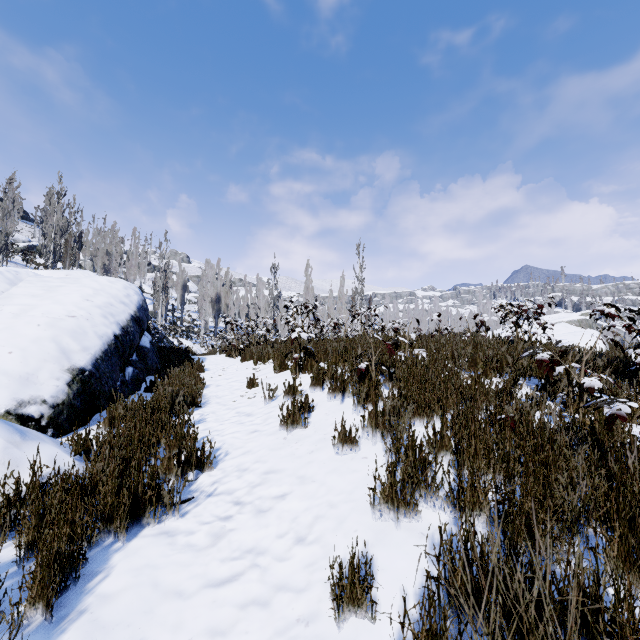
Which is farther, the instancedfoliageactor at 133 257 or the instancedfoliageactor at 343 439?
the instancedfoliageactor at 133 257

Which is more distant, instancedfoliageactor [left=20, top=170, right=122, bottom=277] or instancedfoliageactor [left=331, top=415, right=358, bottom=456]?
instancedfoliageactor [left=20, top=170, right=122, bottom=277]

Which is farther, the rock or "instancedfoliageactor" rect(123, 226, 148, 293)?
"instancedfoliageactor" rect(123, 226, 148, 293)

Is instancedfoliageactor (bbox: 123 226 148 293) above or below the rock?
above

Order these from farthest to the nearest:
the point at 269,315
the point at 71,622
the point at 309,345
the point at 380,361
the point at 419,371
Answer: the point at 269,315
the point at 309,345
the point at 419,371
the point at 380,361
the point at 71,622

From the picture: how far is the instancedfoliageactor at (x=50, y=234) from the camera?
25.2m

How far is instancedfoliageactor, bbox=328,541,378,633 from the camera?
1.56m
